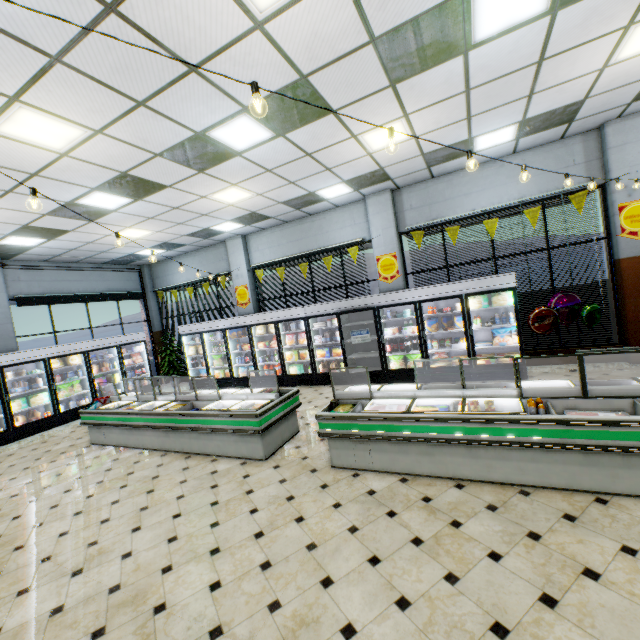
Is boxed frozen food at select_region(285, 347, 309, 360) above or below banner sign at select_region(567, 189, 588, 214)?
below

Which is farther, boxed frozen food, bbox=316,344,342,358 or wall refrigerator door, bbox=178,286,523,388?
boxed frozen food, bbox=316,344,342,358

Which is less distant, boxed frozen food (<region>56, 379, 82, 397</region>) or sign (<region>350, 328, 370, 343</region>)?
sign (<region>350, 328, 370, 343</region>)

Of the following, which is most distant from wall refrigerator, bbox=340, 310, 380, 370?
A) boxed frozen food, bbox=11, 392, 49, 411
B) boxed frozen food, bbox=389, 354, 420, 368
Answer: boxed frozen food, bbox=11, 392, 49, 411

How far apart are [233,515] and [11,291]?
10.4m

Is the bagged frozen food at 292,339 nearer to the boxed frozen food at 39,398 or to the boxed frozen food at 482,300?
the boxed frozen food at 482,300

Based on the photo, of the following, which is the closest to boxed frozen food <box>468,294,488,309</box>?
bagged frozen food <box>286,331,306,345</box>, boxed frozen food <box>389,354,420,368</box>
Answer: boxed frozen food <box>389,354,420,368</box>

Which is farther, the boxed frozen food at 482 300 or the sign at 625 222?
the boxed frozen food at 482 300
